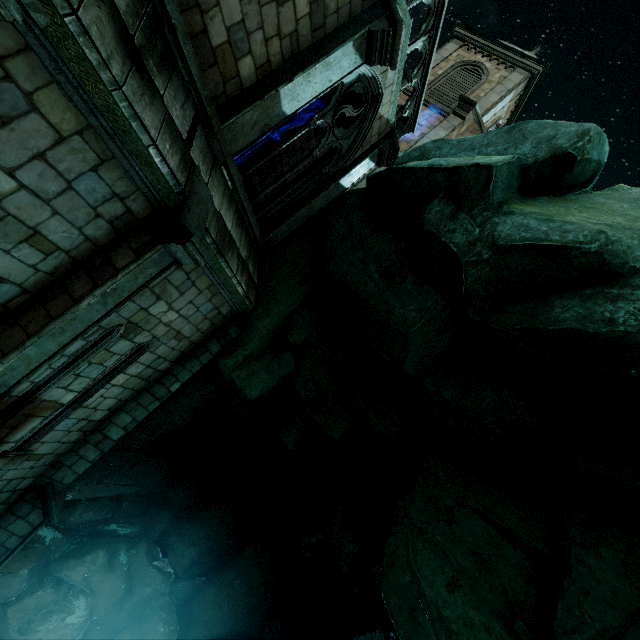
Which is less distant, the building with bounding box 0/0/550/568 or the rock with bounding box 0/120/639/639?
the building with bounding box 0/0/550/568

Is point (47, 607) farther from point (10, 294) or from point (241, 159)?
point (241, 159)

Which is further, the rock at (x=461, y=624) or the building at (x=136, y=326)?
the rock at (x=461, y=624)
